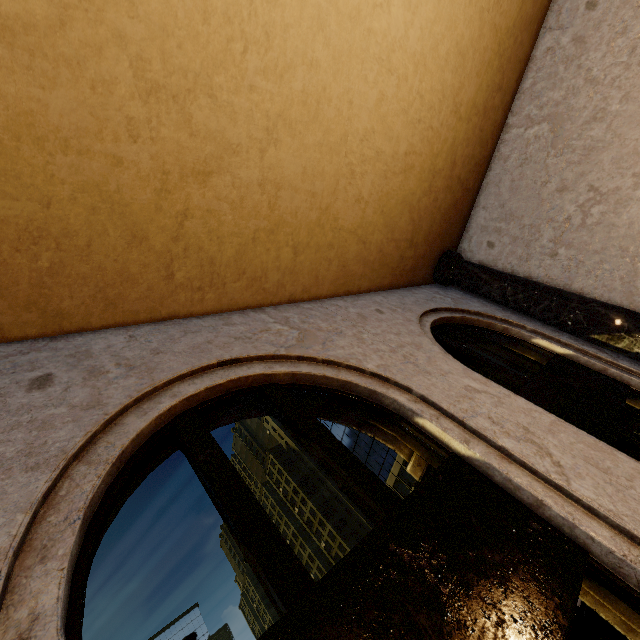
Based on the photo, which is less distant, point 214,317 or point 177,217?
point 177,217

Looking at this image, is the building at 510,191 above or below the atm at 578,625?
above

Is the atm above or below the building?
below
